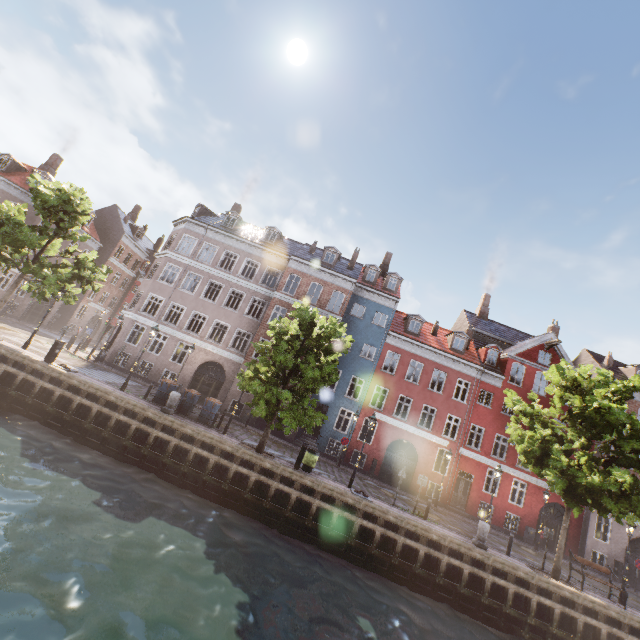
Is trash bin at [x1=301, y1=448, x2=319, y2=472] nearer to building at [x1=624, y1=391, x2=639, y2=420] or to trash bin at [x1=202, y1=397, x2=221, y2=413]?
trash bin at [x1=202, y1=397, x2=221, y2=413]

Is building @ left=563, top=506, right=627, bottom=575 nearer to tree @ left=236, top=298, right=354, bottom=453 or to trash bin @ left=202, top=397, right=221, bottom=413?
tree @ left=236, top=298, right=354, bottom=453

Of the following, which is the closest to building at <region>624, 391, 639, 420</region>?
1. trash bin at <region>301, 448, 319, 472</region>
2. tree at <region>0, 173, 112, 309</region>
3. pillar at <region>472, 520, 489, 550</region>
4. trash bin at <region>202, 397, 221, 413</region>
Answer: tree at <region>0, 173, 112, 309</region>

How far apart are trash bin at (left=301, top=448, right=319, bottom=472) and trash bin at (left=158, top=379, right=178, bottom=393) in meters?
8.1

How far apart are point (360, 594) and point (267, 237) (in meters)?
25.55

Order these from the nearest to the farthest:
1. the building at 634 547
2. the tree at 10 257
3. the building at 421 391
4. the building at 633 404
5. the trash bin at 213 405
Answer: the tree at 10 257 < the trash bin at 213 405 < the building at 634 547 < the building at 421 391 < the building at 633 404

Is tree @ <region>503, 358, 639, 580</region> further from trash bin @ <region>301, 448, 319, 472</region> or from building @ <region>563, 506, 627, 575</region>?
building @ <region>563, 506, 627, 575</region>

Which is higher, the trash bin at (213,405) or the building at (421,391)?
the building at (421,391)
